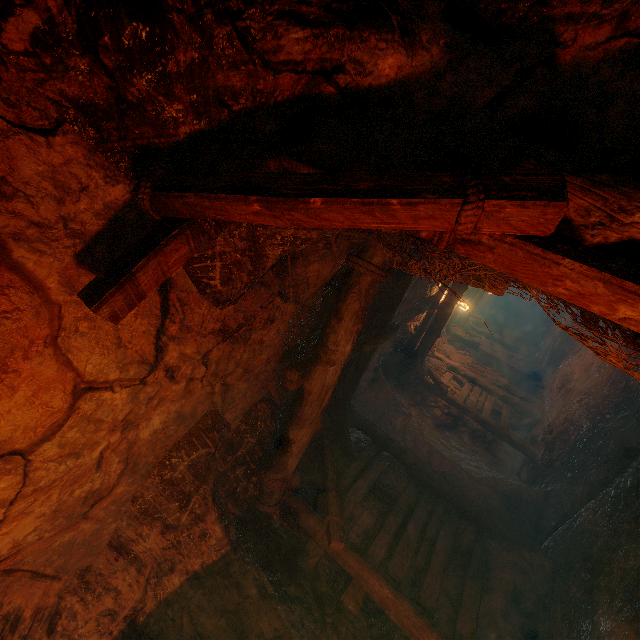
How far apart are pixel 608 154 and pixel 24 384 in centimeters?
324cm

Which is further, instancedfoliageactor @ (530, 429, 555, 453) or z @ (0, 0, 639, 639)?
instancedfoliageactor @ (530, 429, 555, 453)

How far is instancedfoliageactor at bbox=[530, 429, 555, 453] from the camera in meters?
7.8

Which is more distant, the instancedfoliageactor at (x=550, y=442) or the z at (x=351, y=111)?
the instancedfoliageactor at (x=550, y=442)

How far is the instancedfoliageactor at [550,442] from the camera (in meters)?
7.84
